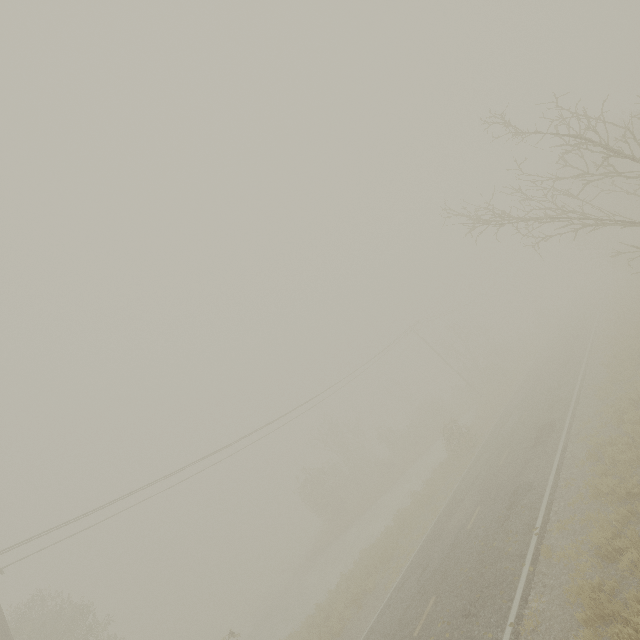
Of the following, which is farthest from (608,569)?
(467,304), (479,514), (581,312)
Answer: (467,304)

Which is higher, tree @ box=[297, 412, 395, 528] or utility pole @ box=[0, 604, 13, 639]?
utility pole @ box=[0, 604, 13, 639]

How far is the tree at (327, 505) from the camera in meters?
35.1 m

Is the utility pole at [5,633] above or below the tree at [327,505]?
above

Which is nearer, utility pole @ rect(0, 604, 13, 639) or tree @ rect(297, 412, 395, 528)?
utility pole @ rect(0, 604, 13, 639)

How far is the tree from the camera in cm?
3512
